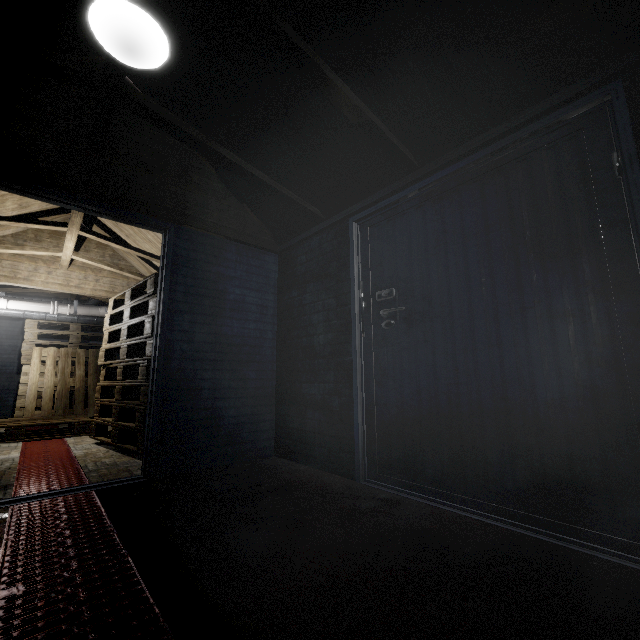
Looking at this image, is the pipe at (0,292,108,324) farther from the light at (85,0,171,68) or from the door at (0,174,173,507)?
the light at (85,0,171,68)

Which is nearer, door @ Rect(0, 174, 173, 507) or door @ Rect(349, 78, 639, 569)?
door @ Rect(349, 78, 639, 569)

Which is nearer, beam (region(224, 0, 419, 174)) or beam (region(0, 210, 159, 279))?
beam (region(224, 0, 419, 174))

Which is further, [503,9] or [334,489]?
[334,489]

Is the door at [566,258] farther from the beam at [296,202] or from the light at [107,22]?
the light at [107,22]

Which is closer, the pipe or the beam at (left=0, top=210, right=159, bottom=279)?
the beam at (left=0, top=210, right=159, bottom=279)

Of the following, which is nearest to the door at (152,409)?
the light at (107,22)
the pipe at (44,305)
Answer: the light at (107,22)

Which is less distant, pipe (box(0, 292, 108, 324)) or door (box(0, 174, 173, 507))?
door (box(0, 174, 173, 507))
